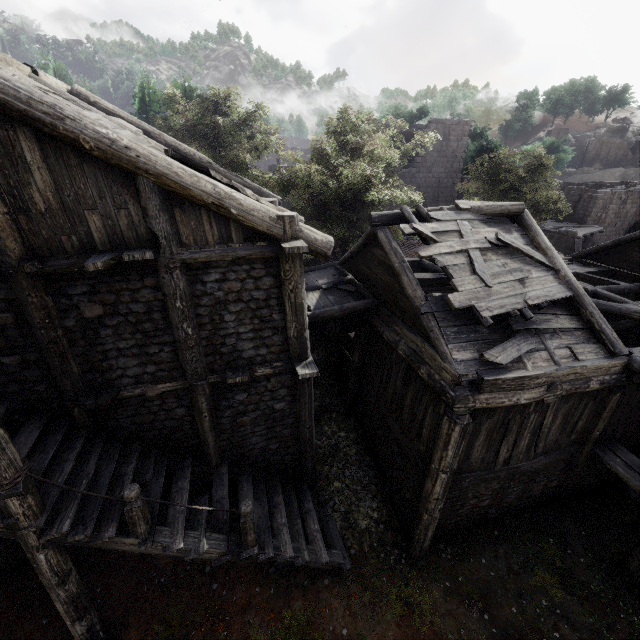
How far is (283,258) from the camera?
6.7 meters

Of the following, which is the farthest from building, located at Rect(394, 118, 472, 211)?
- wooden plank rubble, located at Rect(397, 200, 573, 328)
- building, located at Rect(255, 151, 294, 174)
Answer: building, located at Rect(255, 151, 294, 174)

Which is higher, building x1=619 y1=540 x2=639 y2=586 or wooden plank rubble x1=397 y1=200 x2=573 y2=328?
wooden plank rubble x1=397 y1=200 x2=573 y2=328

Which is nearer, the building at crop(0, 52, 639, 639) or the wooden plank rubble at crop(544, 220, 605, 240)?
the building at crop(0, 52, 639, 639)

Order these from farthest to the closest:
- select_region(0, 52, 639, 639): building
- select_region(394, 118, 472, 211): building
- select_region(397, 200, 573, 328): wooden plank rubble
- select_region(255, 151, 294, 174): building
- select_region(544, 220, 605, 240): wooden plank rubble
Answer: select_region(255, 151, 294, 174): building, select_region(394, 118, 472, 211): building, select_region(544, 220, 605, 240): wooden plank rubble, select_region(397, 200, 573, 328): wooden plank rubble, select_region(0, 52, 639, 639): building

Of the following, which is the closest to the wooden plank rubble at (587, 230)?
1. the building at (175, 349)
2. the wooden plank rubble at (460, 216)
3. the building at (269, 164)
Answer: the building at (175, 349)

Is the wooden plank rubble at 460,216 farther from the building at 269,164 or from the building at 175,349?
the building at 269,164
